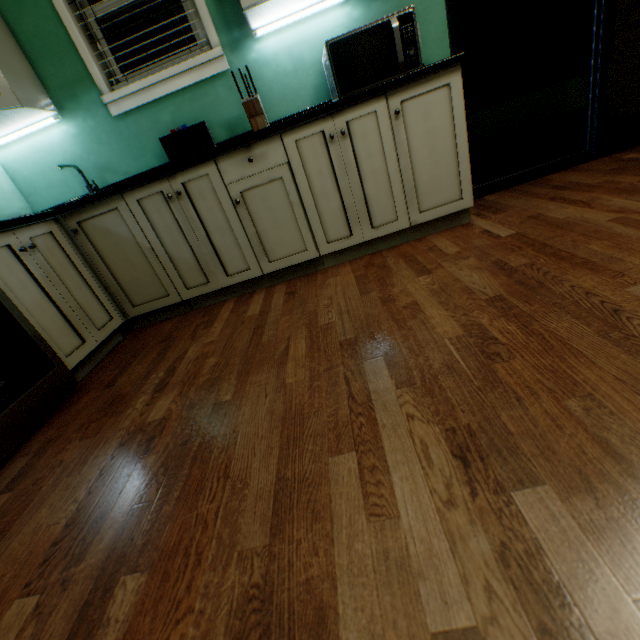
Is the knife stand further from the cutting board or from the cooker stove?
the cooker stove

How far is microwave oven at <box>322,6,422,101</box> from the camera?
1.7 meters

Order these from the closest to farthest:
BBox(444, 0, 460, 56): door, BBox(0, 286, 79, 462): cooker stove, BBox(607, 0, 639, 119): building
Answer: BBox(0, 286, 79, 462): cooker stove < BBox(444, 0, 460, 56): door < BBox(607, 0, 639, 119): building

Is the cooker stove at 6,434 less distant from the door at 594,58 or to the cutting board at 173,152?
the cutting board at 173,152

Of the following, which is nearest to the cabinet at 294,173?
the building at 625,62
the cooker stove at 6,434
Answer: the cooker stove at 6,434

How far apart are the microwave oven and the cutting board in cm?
82

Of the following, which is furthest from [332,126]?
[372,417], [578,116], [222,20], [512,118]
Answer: [512,118]

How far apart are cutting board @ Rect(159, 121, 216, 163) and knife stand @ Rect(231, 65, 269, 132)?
0.3m
